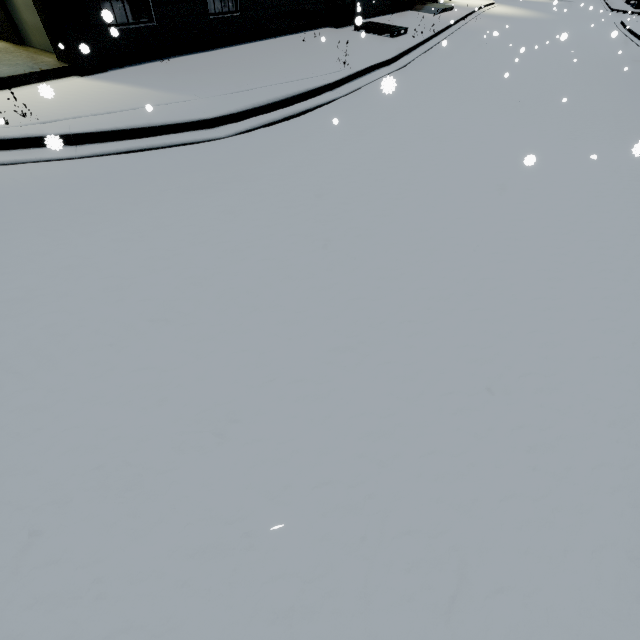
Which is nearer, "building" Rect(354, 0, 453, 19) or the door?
the door

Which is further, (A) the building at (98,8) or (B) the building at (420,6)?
(B) the building at (420,6)

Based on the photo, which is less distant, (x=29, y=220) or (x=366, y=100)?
(x=29, y=220)

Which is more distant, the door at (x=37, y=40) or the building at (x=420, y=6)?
the building at (x=420, y=6)

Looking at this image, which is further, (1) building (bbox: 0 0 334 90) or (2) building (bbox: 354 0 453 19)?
(2) building (bbox: 354 0 453 19)
